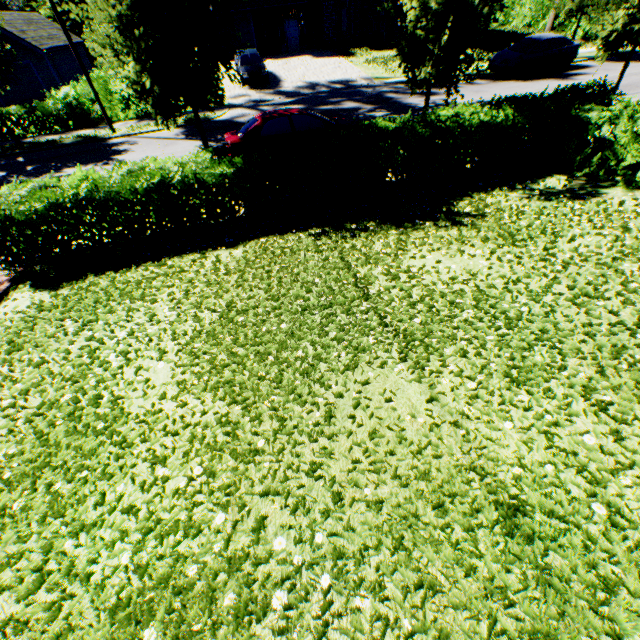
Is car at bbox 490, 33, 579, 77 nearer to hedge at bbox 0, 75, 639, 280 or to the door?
hedge at bbox 0, 75, 639, 280

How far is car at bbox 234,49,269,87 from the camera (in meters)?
21.53

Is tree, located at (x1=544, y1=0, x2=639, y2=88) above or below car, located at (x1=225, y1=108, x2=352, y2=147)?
above

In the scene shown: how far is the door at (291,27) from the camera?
29.5m

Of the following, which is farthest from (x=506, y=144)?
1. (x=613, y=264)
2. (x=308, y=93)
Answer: (x=308, y=93)

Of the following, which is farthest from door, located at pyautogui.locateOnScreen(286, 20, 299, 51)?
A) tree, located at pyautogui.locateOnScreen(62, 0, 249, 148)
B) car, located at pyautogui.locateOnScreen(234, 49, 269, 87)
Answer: tree, located at pyautogui.locateOnScreen(62, 0, 249, 148)

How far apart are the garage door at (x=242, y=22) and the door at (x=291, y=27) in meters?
3.0

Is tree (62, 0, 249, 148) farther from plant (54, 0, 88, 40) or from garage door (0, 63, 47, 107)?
garage door (0, 63, 47, 107)
